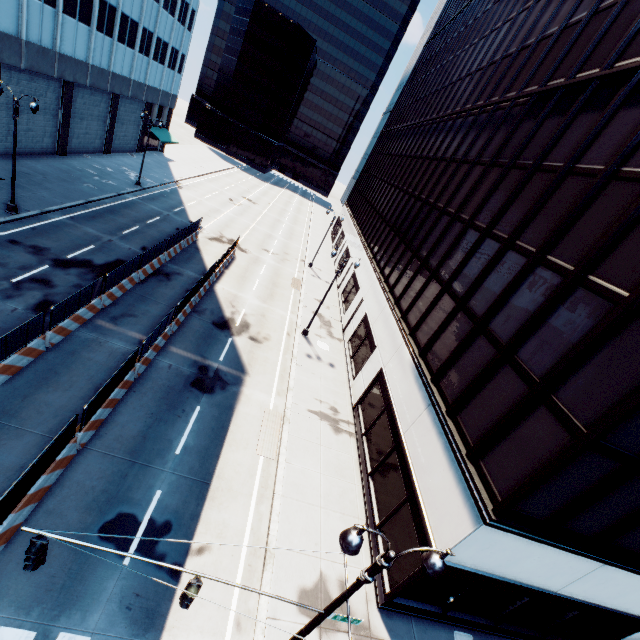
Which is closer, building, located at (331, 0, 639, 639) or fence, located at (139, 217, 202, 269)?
building, located at (331, 0, 639, 639)

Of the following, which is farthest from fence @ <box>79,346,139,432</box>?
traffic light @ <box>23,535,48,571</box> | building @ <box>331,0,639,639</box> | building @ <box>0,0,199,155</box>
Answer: building @ <box>0,0,199,155</box>

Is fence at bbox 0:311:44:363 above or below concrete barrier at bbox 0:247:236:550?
above

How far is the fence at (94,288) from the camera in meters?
14.2

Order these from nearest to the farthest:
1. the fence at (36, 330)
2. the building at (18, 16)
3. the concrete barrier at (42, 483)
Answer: the concrete barrier at (42, 483)
the fence at (36, 330)
the building at (18, 16)

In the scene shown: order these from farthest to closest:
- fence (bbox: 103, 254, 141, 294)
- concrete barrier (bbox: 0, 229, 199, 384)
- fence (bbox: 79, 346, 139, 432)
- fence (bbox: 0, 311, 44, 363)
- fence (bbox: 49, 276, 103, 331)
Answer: fence (bbox: 103, 254, 141, 294) → fence (bbox: 49, 276, 103, 331) → concrete barrier (bbox: 0, 229, 199, 384) → fence (bbox: 0, 311, 44, 363) → fence (bbox: 79, 346, 139, 432)

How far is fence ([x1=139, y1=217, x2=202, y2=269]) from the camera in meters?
21.6

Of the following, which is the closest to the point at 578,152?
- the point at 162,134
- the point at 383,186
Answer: the point at 383,186
